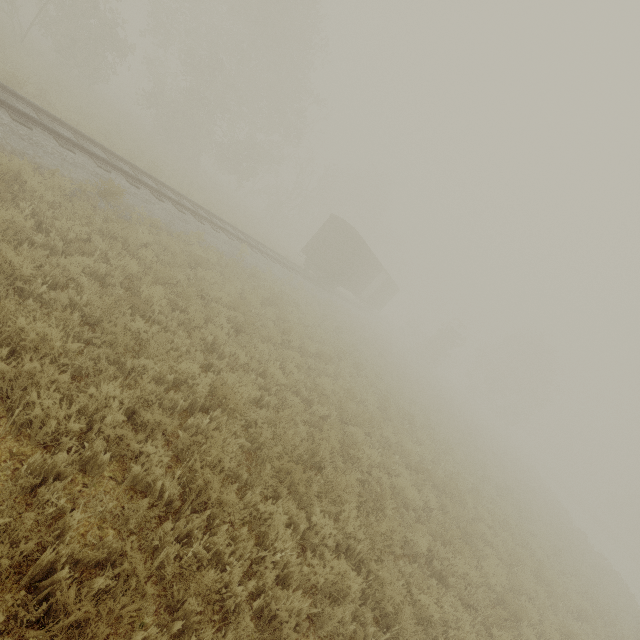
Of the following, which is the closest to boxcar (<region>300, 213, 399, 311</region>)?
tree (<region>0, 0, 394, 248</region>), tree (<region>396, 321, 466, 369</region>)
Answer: tree (<region>396, 321, 466, 369</region>)

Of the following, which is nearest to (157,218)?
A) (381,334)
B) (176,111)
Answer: (176,111)

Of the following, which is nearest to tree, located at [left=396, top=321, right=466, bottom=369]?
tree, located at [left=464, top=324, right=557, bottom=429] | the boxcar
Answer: the boxcar

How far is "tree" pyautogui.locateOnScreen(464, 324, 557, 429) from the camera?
44.62m

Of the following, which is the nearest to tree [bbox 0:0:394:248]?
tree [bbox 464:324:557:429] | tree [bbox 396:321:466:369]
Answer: tree [bbox 396:321:466:369]

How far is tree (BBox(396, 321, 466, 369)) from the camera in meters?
39.4 m

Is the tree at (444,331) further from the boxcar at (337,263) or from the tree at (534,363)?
the tree at (534,363)

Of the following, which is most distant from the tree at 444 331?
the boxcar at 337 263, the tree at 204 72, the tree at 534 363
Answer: the tree at 534 363
